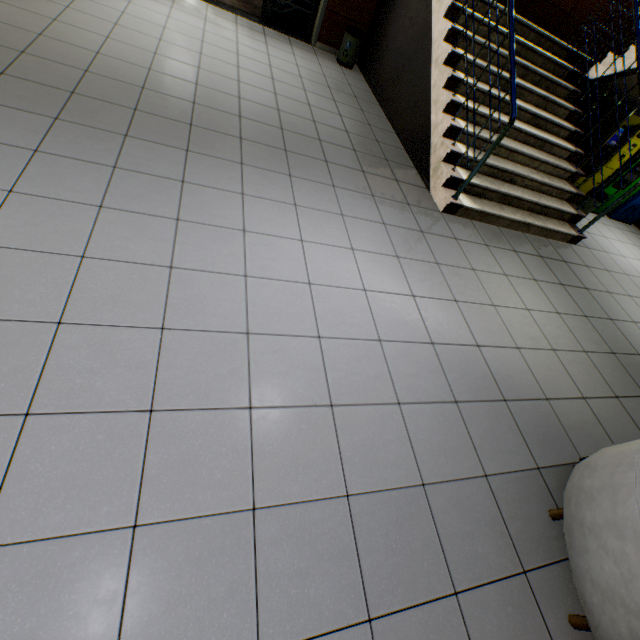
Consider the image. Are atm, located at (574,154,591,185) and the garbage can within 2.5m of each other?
no

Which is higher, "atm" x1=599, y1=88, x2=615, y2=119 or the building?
"atm" x1=599, y1=88, x2=615, y2=119

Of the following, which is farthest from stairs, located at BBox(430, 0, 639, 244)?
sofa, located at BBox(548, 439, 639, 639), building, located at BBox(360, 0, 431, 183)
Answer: sofa, located at BBox(548, 439, 639, 639)

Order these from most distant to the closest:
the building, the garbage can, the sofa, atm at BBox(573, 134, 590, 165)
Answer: the garbage can, atm at BBox(573, 134, 590, 165), the building, the sofa

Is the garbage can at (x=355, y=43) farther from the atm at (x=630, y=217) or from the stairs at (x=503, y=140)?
the atm at (x=630, y=217)

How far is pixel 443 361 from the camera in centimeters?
256cm

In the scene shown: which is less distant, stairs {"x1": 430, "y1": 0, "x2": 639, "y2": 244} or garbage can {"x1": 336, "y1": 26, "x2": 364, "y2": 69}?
stairs {"x1": 430, "y1": 0, "x2": 639, "y2": 244}

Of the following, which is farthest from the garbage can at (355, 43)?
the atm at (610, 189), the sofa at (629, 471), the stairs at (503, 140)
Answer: the sofa at (629, 471)
